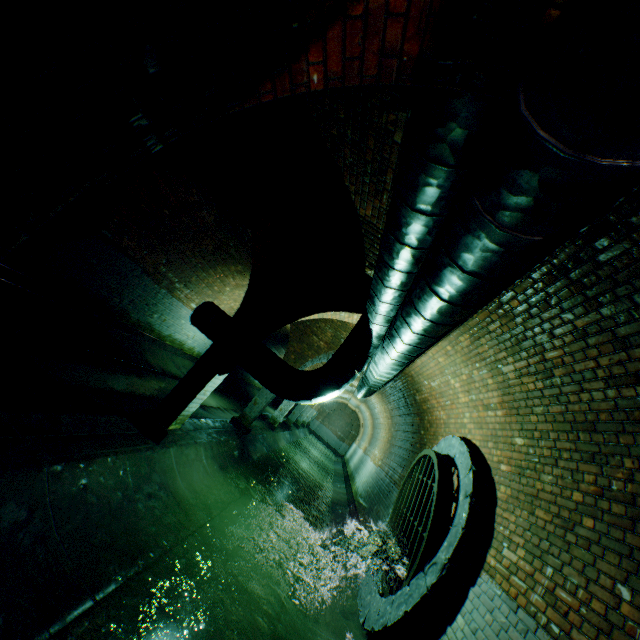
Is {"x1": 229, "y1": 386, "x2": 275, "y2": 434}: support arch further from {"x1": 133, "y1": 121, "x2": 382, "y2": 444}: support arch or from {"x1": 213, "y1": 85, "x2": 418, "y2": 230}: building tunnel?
{"x1": 133, "y1": 121, "x2": 382, "y2": 444}: support arch

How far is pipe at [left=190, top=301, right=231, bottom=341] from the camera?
6.27m

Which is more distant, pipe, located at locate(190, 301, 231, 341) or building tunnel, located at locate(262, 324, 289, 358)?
building tunnel, located at locate(262, 324, 289, 358)

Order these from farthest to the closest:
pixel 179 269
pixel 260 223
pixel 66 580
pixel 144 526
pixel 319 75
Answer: pixel 179 269, pixel 260 223, pixel 144 526, pixel 66 580, pixel 319 75

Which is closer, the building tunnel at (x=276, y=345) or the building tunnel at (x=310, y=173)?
the building tunnel at (x=310, y=173)

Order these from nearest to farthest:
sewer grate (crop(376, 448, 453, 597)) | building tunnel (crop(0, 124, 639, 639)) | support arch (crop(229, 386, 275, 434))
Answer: building tunnel (crop(0, 124, 639, 639)), sewer grate (crop(376, 448, 453, 597)), support arch (crop(229, 386, 275, 434))

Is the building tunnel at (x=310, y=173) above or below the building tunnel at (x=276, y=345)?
above

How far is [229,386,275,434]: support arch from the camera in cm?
1006
